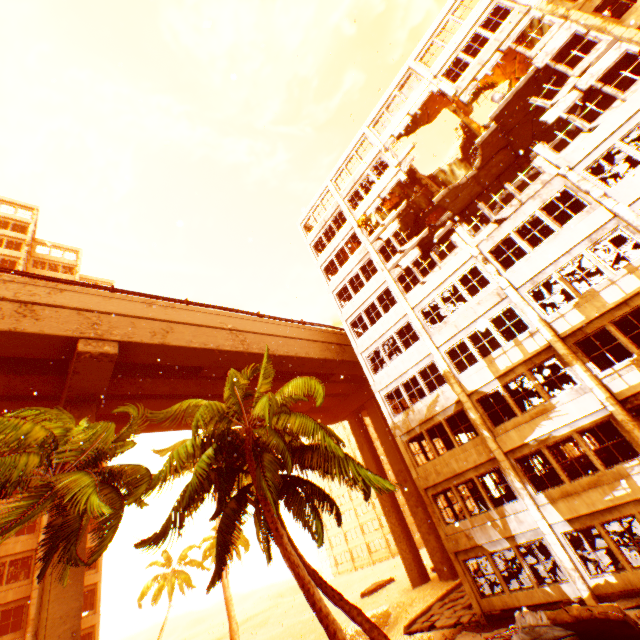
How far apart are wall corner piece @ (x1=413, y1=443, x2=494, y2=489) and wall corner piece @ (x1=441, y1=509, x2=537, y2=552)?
2.2 meters

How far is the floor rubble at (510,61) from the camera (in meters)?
19.33

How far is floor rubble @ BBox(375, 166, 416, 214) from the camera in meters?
24.3

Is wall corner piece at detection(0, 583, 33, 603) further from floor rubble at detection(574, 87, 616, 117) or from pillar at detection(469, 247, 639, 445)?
floor rubble at detection(574, 87, 616, 117)

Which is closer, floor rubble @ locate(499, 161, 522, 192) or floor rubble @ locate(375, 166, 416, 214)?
floor rubble @ locate(499, 161, 522, 192)

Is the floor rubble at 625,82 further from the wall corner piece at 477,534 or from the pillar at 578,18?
the wall corner piece at 477,534

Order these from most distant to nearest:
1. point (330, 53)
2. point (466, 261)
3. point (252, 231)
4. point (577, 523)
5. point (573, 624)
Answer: point (252, 231) → point (330, 53) → point (466, 261) → point (577, 523) → point (573, 624)
